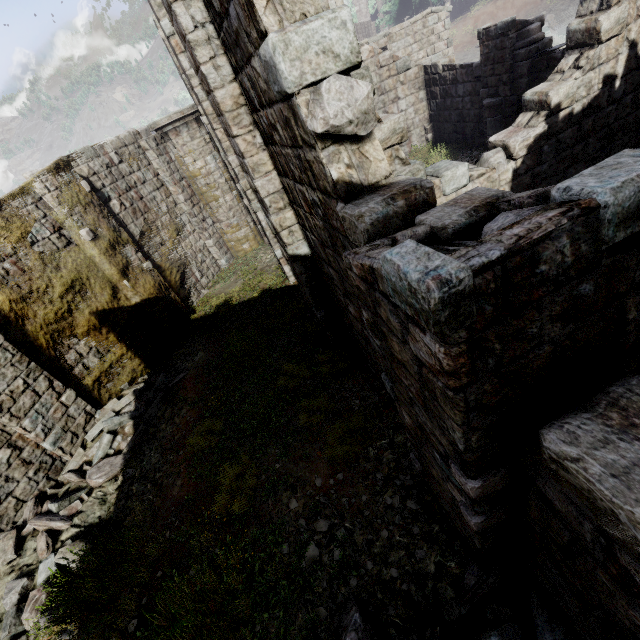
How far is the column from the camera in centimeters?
1237cm

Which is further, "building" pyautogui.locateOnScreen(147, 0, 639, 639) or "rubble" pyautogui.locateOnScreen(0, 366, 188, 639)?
"rubble" pyautogui.locateOnScreen(0, 366, 188, 639)

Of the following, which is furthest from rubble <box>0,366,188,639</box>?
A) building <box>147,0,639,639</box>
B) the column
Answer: the column

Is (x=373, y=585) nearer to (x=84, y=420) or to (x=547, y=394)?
(x=547, y=394)

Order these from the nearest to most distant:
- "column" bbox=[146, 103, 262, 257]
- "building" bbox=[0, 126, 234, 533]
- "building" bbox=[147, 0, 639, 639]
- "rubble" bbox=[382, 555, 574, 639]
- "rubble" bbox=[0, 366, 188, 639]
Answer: "building" bbox=[147, 0, 639, 639]
"rubble" bbox=[382, 555, 574, 639]
"rubble" bbox=[0, 366, 188, 639]
"building" bbox=[0, 126, 234, 533]
"column" bbox=[146, 103, 262, 257]

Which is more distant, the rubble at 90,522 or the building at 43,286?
the building at 43,286

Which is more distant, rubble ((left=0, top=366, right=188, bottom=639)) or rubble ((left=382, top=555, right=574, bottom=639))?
rubble ((left=0, top=366, right=188, bottom=639))

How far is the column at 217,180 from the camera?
12.4m
